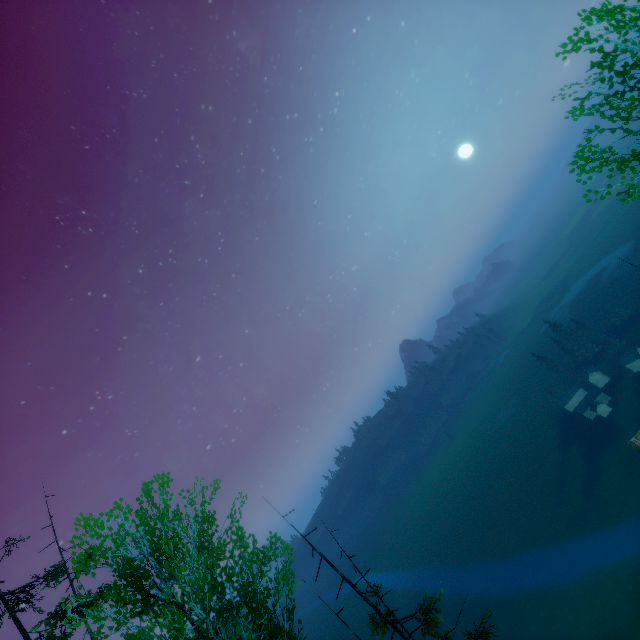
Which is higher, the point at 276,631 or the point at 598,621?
the point at 276,631
